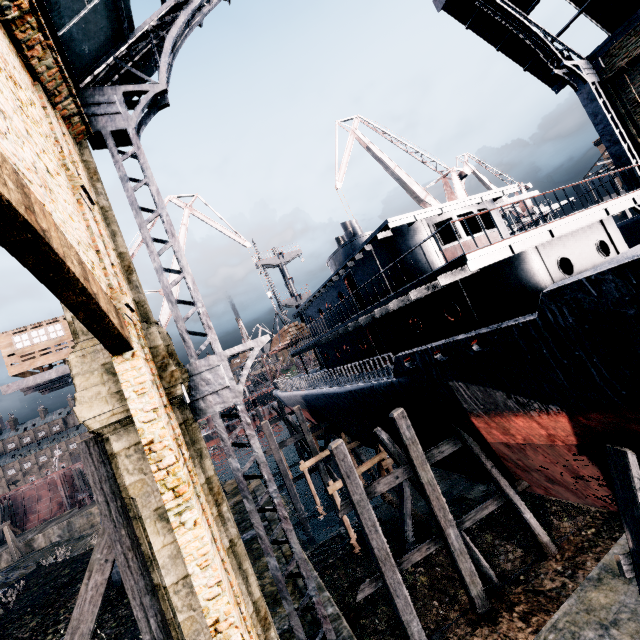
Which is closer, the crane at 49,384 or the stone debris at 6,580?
the crane at 49,384

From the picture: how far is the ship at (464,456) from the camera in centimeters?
1431cm

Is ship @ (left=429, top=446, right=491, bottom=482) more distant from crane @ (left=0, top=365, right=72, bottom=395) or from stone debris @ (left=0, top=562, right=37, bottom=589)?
stone debris @ (left=0, top=562, right=37, bottom=589)

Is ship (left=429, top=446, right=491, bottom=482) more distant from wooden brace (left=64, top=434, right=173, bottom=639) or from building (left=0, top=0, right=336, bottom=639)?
wooden brace (left=64, top=434, right=173, bottom=639)

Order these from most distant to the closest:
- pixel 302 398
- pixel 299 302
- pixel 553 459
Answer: pixel 299 302
pixel 302 398
pixel 553 459

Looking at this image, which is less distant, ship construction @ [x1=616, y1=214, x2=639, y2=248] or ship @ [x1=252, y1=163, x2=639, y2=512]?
ship @ [x1=252, y1=163, x2=639, y2=512]

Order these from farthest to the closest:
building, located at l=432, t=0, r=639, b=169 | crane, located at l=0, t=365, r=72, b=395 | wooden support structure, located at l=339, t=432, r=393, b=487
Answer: crane, located at l=0, t=365, r=72, b=395 → wooden support structure, located at l=339, t=432, r=393, b=487 → building, located at l=432, t=0, r=639, b=169

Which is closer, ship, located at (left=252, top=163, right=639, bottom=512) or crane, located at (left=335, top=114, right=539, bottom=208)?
ship, located at (left=252, top=163, right=639, bottom=512)
